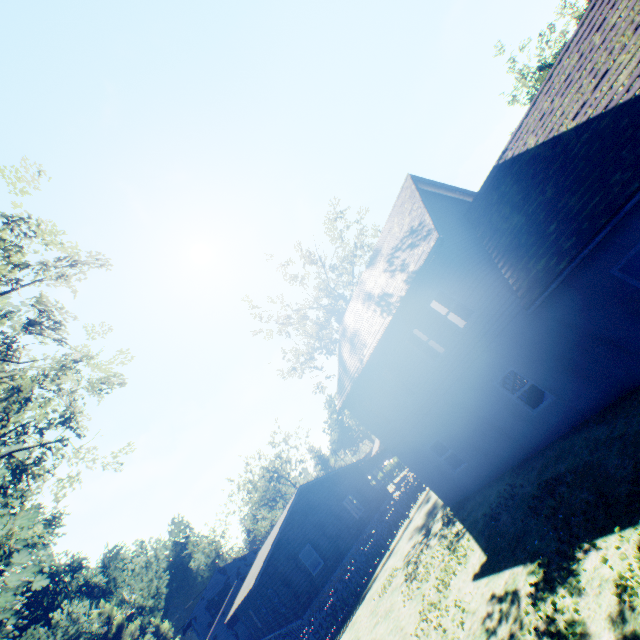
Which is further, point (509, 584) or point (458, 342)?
point (458, 342)

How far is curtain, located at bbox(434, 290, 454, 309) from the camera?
12.0 meters

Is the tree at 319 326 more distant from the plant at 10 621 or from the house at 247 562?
the house at 247 562

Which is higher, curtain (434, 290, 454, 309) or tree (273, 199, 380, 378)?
tree (273, 199, 380, 378)

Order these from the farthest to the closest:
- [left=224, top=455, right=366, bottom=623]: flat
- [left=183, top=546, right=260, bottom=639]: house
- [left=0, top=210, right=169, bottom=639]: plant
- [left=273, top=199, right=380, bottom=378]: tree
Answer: [left=183, top=546, right=260, bottom=639]: house < [left=273, top=199, right=380, bottom=378]: tree < [left=224, top=455, right=366, bottom=623]: flat < [left=0, top=210, right=169, bottom=639]: plant

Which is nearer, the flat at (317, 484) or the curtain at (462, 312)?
the curtain at (462, 312)

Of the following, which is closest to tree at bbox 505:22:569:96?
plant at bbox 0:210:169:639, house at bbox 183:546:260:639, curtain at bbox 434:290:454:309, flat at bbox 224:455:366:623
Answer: plant at bbox 0:210:169:639

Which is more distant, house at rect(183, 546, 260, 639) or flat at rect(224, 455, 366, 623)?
house at rect(183, 546, 260, 639)
